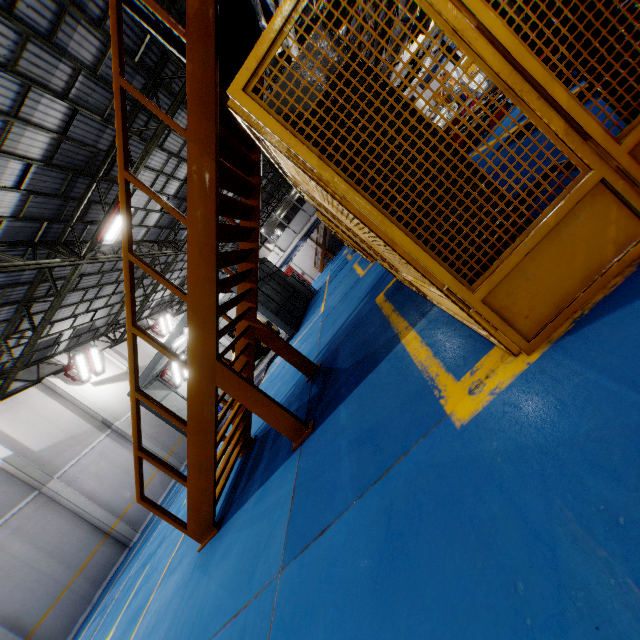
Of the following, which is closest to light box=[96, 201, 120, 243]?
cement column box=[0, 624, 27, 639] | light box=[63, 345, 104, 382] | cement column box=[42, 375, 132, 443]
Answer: light box=[63, 345, 104, 382]

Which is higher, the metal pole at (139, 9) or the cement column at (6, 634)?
the metal pole at (139, 9)

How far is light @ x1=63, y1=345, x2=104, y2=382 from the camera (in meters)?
16.59

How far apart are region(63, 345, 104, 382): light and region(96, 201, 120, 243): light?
8.05m

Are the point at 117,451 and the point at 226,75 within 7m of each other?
no

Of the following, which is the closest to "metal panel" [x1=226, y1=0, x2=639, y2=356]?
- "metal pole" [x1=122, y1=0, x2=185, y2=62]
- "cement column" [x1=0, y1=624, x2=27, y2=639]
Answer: "metal pole" [x1=122, y1=0, x2=185, y2=62]

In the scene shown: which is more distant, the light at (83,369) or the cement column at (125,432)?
the light at (83,369)

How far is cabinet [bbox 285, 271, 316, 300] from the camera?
21.5 meters
